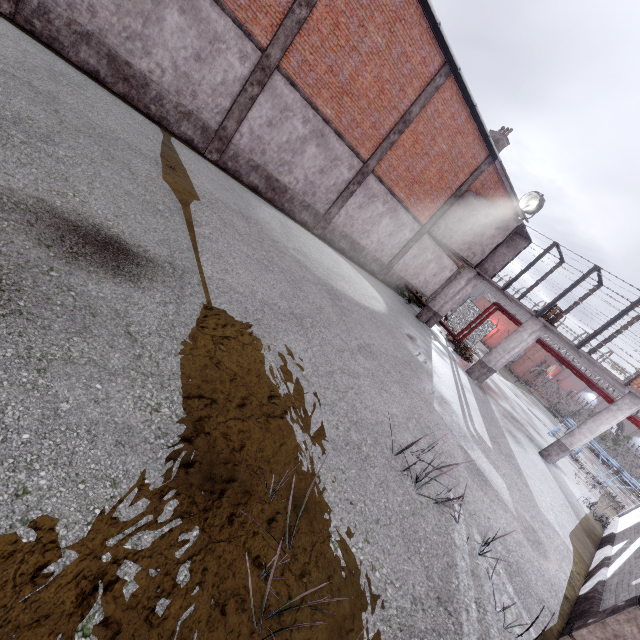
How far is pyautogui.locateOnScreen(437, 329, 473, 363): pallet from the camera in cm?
1880

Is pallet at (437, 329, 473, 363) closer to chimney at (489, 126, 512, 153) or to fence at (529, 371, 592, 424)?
fence at (529, 371, 592, 424)

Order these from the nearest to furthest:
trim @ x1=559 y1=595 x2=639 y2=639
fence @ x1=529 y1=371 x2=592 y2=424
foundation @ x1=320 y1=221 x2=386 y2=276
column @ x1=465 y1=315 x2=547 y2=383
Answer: trim @ x1=559 y1=595 x2=639 y2=639, column @ x1=465 y1=315 x2=547 y2=383, foundation @ x1=320 y1=221 x2=386 y2=276, fence @ x1=529 y1=371 x2=592 y2=424

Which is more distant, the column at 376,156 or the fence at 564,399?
the fence at 564,399

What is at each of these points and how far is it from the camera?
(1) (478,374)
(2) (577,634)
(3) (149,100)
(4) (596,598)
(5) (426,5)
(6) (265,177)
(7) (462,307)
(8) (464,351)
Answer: (1) column, 15.6m
(2) trim, 4.3m
(3) foundation, 10.5m
(4) foundation, 5.2m
(5) window, 11.5m
(6) foundation, 13.6m
(7) fence, 26.7m
(8) pallet, 18.7m

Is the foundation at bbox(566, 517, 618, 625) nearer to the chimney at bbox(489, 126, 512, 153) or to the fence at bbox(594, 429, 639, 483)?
the fence at bbox(594, 429, 639, 483)

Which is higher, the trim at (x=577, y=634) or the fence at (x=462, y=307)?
the fence at (x=462, y=307)

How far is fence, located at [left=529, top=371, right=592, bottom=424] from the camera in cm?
4175
